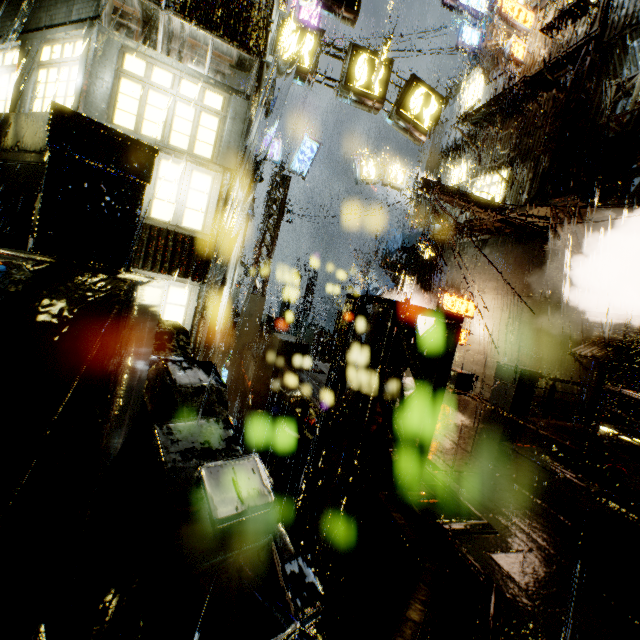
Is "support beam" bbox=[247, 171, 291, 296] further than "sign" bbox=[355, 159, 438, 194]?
No

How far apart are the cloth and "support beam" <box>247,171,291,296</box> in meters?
6.7

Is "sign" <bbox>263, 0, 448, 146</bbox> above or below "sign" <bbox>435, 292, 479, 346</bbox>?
above

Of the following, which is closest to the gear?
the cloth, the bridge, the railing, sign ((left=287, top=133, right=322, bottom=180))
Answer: the railing

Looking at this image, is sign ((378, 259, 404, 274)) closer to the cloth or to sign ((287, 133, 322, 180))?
the cloth

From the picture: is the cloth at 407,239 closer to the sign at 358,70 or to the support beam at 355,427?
the sign at 358,70

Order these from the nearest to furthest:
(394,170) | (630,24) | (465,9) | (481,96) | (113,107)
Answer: (113,107) → (630,24) → (481,96) → (465,9) → (394,170)

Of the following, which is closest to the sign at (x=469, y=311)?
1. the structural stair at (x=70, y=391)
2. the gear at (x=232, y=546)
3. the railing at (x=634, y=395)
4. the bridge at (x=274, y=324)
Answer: the railing at (x=634, y=395)
